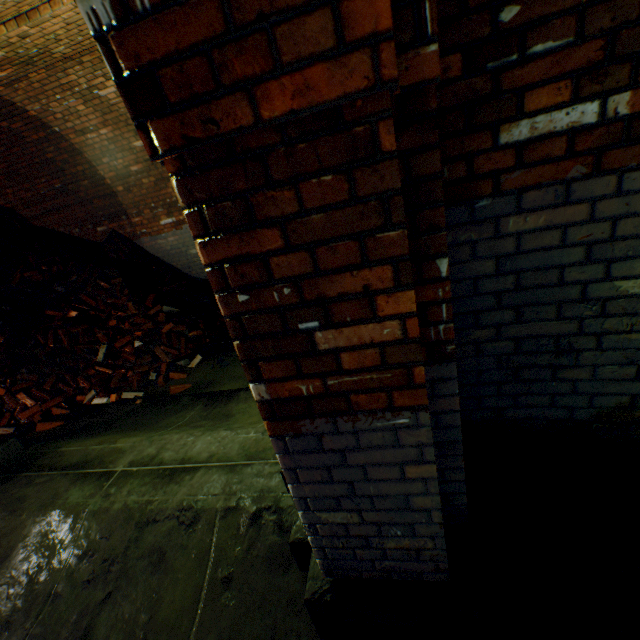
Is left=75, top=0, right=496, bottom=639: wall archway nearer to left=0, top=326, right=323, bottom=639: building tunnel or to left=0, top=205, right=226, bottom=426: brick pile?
left=0, top=326, right=323, bottom=639: building tunnel

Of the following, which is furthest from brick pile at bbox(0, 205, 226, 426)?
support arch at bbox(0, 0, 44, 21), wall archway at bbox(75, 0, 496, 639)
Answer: wall archway at bbox(75, 0, 496, 639)

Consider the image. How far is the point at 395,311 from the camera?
1.03m

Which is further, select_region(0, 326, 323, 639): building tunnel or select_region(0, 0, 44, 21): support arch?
select_region(0, 0, 44, 21): support arch

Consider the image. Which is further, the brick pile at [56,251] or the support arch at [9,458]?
the brick pile at [56,251]

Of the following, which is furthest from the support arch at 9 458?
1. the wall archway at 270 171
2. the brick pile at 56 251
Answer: the brick pile at 56 251

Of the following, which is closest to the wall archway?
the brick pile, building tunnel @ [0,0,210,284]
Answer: building tunnel @ [0,0,210,284]
